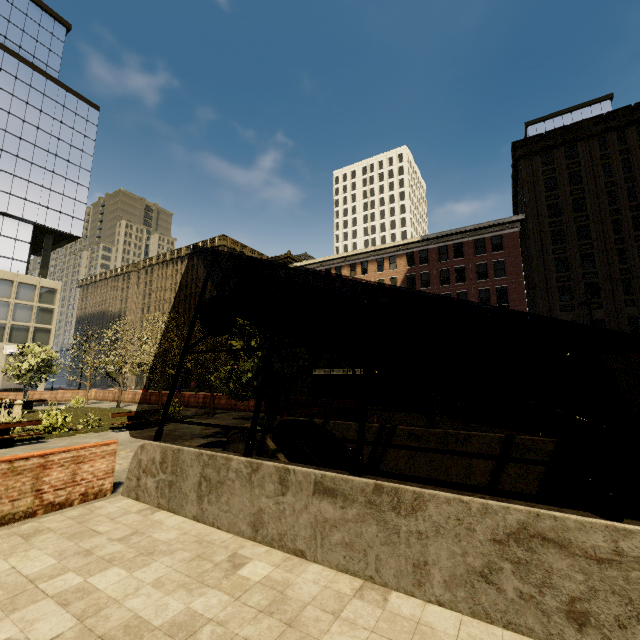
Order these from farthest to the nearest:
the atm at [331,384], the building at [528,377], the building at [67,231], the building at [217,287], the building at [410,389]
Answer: the building at [217,287], the building at [67,231], the building at [410,389], the building at [528,377], the atm at [331,384]

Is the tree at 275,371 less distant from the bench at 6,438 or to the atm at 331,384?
the bench at 6,438

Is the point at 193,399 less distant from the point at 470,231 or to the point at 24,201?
the point at 470,231

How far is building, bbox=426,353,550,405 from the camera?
32.2m

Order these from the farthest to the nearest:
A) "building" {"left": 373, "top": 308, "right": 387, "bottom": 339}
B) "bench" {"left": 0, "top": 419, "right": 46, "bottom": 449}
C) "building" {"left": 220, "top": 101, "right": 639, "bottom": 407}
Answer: "building" {"left": 373, "top": 308, "right": 387, "bottom": 339} → "building" {"left": 220, "top": 101, "right": 639, "bottom": 407} → "bench" {"left": 0, "top": 419, "right": 46, "bottom": 449}

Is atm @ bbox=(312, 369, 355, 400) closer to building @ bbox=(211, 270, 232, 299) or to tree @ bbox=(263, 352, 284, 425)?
tree @ bbox=(263, 352, 284, 425)

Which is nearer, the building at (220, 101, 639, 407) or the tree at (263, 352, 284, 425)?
the tree at (263, 352, 284, 425)
